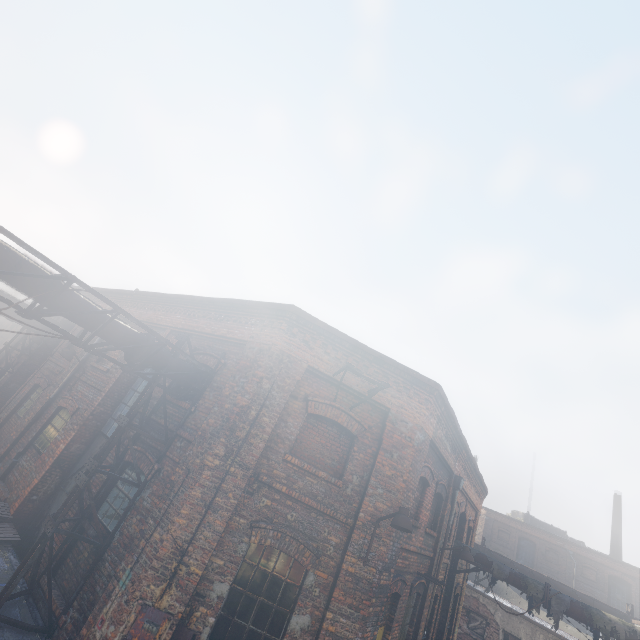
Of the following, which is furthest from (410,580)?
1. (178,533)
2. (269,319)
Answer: (269,319)

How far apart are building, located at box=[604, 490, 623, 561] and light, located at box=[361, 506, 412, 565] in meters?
54.7 m

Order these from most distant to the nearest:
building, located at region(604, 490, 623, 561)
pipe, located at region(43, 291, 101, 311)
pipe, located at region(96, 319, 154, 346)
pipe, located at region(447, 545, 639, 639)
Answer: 1. building, located at region(604, 490, 623, 561)
2. pipe, located at region(447, 545, 639, 639)
3. pipe, located at region(96, 319, 154, 346)
4. pipe, located at region(43, 291, 101, 311)

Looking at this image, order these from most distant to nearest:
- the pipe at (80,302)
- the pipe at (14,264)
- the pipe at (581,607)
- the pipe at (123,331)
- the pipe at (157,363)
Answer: the pipe at (581,607)
the pipe at (157,363)
the pipe at (123,331)
the pipe at (80,302)
the pipe at (14,264)

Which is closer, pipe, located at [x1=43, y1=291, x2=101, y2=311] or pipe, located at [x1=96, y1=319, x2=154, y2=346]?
pipe, located at [x1=43, y1=291, x2=101, y2=311]

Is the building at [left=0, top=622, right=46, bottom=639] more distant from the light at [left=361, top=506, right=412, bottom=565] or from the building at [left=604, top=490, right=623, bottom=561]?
the building at [left=604, top=490, right=623, bottom=561]

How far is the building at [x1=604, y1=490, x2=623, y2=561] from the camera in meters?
40.1

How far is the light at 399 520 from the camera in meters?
6.0
